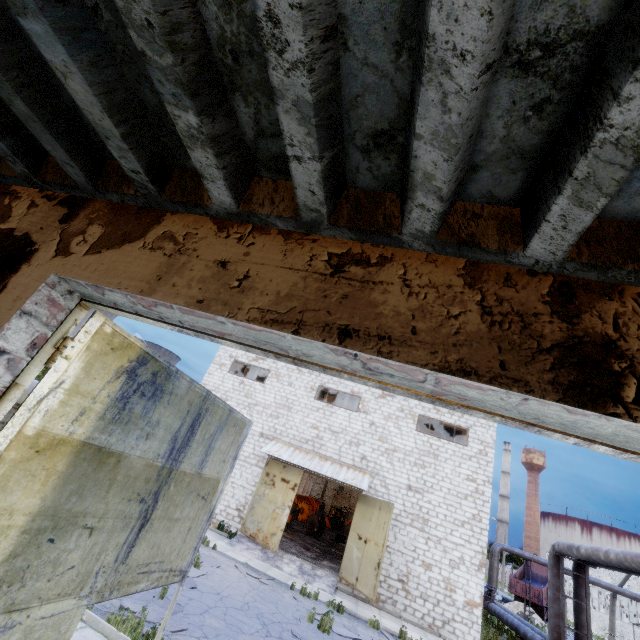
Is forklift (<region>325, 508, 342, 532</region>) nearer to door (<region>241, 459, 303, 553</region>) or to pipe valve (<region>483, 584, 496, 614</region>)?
pipe valve (<region>483, 584, 496, 614</region>)

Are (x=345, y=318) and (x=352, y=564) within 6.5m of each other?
no

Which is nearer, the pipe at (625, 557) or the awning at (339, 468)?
the pipe at (625, 557)

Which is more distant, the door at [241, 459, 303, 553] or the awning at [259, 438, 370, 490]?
the awning at [259, 438, 370, 490]

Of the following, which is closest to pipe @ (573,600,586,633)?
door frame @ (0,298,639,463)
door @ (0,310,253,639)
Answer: door frame @ (0,298,639,463)

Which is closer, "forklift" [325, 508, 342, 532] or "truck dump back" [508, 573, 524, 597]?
"truck dump back" [508, 573, 524, 597]

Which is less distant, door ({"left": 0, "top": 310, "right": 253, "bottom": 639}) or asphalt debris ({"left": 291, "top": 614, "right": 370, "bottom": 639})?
door ({"left": 0, "top": 310, "right": 253, "bottom": 639})

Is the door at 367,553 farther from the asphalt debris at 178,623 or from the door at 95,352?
the door at 95,352
